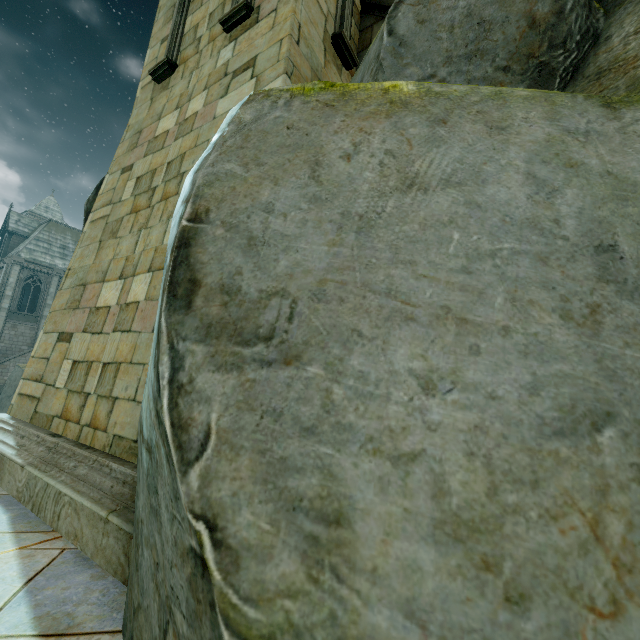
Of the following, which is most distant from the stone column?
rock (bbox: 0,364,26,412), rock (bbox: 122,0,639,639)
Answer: rock (bbox: 0,364,26,412)

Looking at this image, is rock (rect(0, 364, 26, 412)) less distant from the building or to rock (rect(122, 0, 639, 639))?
the building

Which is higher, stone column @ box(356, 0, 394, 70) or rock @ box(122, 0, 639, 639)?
stone column @ box(356, 0, 394, 70)

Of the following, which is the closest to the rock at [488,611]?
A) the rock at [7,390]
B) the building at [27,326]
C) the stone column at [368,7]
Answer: the stone column at [368,7]

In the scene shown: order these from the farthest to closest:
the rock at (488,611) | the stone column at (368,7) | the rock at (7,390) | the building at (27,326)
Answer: the building at (27,326) < the rock at (7,390) < the stone column at (368,7) < the rock at (488,611)

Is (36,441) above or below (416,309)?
below

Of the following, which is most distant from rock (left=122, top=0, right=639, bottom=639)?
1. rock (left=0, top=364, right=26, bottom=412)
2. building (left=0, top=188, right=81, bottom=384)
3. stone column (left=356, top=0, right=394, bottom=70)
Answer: rock (left=0, top=364, right=26, bottom=412)
